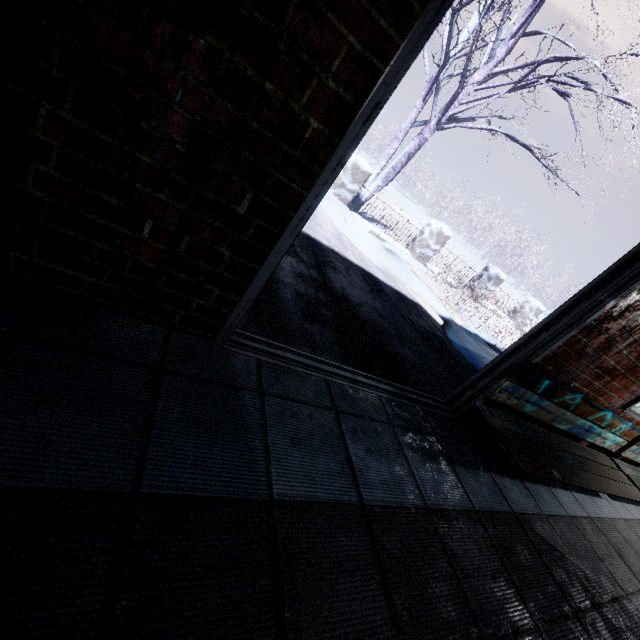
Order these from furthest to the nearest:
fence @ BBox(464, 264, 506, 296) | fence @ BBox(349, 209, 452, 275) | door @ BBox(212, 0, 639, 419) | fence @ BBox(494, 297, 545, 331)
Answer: fence @ BBox(494, 297, 545, 331) < fence @ BBox(464, 264, 506, 296) < fence @ BBox(349, 209, 452, 275) < door @ BBox(212, 0, 639, 419)

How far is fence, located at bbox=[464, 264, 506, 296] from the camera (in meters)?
7.88

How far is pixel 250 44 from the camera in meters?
0.7 m

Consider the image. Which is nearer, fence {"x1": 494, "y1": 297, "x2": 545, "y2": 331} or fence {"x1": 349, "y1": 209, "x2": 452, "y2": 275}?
fence {"x1": 349, "y1": 209, "x2": 452, "y2": 275}

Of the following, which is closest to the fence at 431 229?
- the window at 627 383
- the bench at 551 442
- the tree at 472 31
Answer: the tree at 472 31
